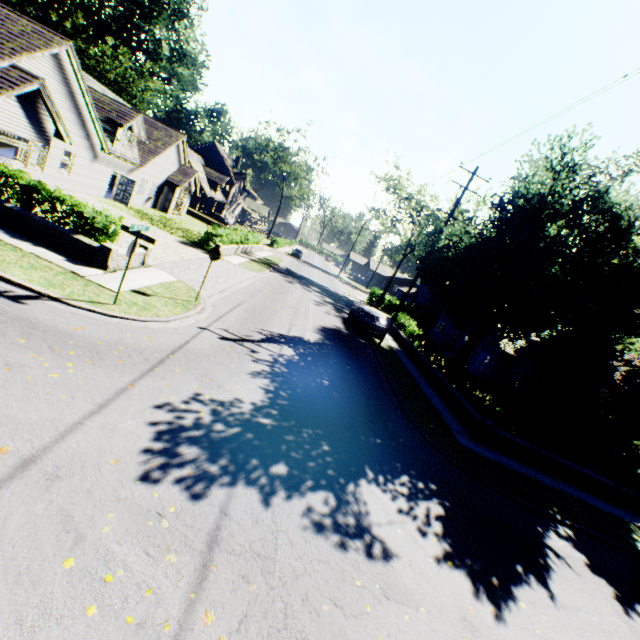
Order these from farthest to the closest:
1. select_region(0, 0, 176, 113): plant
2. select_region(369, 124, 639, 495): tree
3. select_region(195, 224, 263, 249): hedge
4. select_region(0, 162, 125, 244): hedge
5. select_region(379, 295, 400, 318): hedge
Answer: select_region(0, 0, 176, 113): plant
select_region(379, 295, 400, 318): hedge
select_region(195, 224, 263, 249): hedge
select_region(369, 124, 639, 495): tree
select_region(0, 162, 125, 244): hedge

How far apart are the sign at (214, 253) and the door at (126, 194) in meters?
19.4

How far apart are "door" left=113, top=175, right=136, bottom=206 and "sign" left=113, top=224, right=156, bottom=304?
21.3 meters

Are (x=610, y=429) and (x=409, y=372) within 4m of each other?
no

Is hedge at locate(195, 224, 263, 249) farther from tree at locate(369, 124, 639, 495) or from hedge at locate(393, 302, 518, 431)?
hedge at locate(393, 302, 518, 431)

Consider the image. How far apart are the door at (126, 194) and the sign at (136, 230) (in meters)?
21.34

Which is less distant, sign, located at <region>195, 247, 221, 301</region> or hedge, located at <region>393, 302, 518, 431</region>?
sign, located at <region>195, 247, 221, 301</region>
